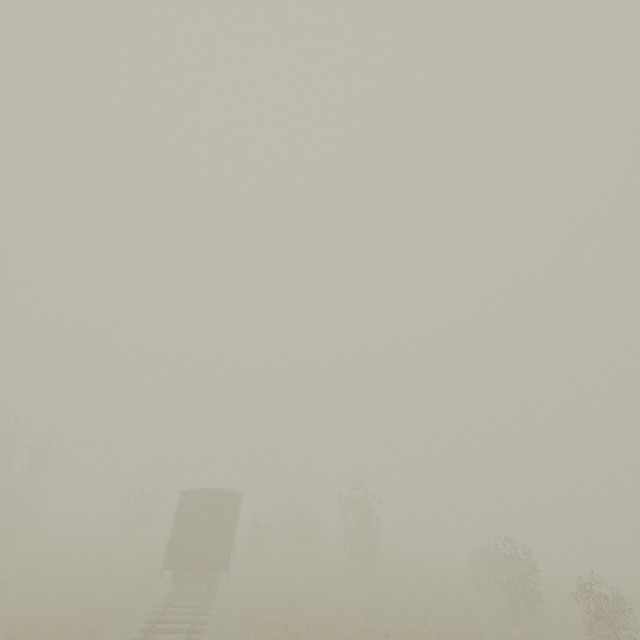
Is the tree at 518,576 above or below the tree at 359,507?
below

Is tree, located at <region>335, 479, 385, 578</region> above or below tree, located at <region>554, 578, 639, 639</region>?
above

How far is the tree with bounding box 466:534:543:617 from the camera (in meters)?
18.03

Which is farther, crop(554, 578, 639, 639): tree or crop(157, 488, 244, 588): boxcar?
crop(157, 488, 244, 588): boxcar

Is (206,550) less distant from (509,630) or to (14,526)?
(509,630)

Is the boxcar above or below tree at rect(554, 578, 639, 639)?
above

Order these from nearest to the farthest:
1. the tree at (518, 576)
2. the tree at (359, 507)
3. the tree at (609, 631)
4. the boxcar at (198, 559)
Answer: the tree at (609, 631) → the boxcar at (198, 559) → the tree at (518, 576) → the tree at (359, 507)
